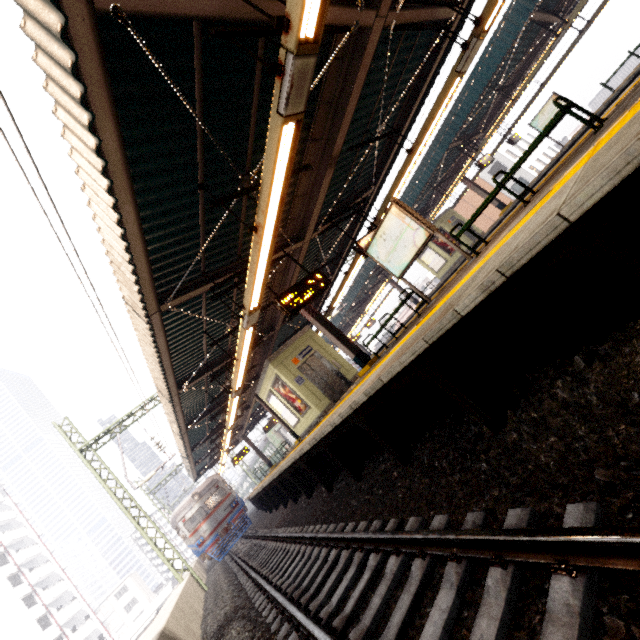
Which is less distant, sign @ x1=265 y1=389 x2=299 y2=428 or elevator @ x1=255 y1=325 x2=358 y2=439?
elevator @ x1=255 y1=325 x2=358 y2=439

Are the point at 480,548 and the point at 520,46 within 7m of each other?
no

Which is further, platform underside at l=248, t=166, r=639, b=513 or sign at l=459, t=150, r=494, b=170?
sign at l=459, t=150, r=494, b=170

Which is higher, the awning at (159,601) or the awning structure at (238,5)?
the awning structure at (238,5)

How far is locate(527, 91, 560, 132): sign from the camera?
15.1m

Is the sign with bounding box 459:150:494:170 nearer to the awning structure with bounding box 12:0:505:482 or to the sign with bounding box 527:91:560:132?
the sign with bounding box 527:91:560:132

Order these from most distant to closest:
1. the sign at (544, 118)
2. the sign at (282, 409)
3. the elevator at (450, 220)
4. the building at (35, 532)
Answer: the building at (35, 532)
the elevator at (450, 220)
the sign at (544, 118)
the sign at (282, 409)

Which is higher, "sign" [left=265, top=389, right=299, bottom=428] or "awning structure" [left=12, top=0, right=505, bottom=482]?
"awning structure" [left=12, top=0, right=505, bottom=482]
